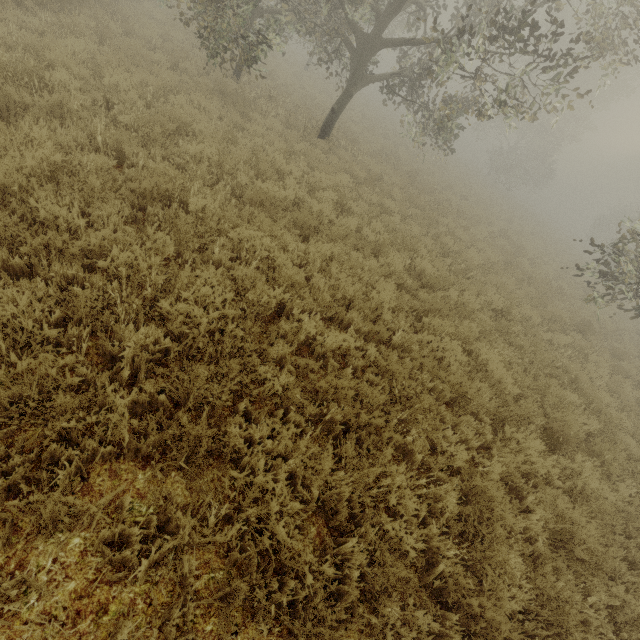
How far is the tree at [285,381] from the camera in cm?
352

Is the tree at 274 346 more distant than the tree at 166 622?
Yes

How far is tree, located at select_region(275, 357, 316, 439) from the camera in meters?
3.5 m

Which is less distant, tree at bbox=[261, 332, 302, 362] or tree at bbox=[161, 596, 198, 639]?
tree at bbox=[161, 596, 198, 639]

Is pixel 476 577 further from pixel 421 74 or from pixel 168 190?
pixel 421 74

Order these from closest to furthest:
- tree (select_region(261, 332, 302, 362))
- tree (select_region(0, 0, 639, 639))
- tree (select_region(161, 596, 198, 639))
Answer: tree (select_region(161, 596, 198, 639))
tree (select_region(0, 0, 639, 639))
tree (select_region(261, 332, 302, 362))
